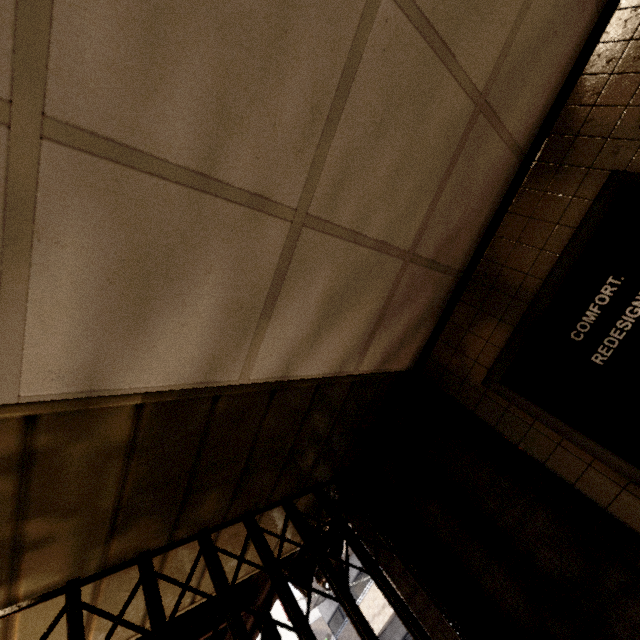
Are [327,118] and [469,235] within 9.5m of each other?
yes

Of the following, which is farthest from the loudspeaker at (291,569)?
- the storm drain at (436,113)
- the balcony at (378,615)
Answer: the balcony at (378,615)

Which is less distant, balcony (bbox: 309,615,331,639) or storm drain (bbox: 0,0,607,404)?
storm drain (bbox: 0,0,607,404)

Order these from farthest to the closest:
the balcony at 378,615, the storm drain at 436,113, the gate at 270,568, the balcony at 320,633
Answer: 1. the balcony at 320,633
2. the balcony at 378,615
3. the gate at 270,568
4. the storm drain at 436,113

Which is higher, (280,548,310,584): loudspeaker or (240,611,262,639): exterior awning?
(240,611,262,639): exterior awning

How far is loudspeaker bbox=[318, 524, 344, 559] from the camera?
2.37m

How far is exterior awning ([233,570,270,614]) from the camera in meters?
2.7 m

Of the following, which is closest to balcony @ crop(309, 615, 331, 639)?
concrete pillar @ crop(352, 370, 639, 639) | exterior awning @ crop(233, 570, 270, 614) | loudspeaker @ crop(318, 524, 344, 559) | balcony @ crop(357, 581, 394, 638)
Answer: balcony @ crop(357, 581, 394, 638)
